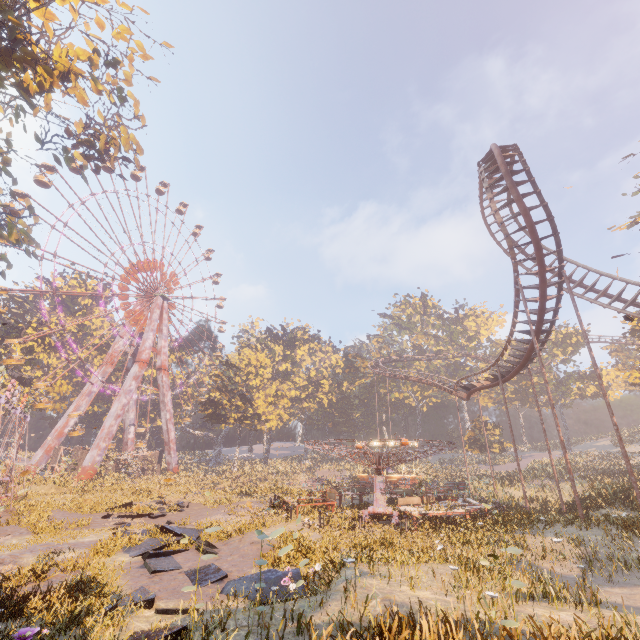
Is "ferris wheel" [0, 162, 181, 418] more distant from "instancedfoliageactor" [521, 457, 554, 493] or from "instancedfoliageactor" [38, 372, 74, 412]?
"instancedfoliageactor" [521, 457, 554, 493]

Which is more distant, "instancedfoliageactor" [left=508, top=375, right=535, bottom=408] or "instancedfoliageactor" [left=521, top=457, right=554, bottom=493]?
"instancedfoliageactor" [left=508, top=375, right=535, bottom=408]

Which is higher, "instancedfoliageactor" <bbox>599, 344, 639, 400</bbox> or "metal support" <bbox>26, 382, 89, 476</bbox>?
"instancedfoliageactor" <bbox>599, 344, 639, 400</bbox>

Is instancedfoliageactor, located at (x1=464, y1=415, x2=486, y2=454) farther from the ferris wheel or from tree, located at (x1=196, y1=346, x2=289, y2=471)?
the ferris wheel

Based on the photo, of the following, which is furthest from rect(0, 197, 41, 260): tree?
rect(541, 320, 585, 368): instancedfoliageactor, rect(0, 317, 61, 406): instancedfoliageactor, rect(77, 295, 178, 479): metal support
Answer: rect(541, 320, 585, 368): instancedfoliageactor

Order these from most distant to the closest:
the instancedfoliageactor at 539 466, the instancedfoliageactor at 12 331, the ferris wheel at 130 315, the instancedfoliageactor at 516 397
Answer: the instancedfoliageactor at 516 397
the instancedfoliageactor at 12 331
the ferris wheel at 130 315
the instancedfoliageactor at 539 466

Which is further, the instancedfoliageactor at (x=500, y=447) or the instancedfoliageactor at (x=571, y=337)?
the instancedfoliageactor at (x=571, y=337)

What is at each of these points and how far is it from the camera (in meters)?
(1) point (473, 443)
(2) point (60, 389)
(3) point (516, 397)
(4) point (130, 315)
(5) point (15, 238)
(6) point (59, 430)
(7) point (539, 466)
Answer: (1) instancedfoliageactor, 45.94
(2) instancedfoliageactor, 45.03
(3) instancedfoliageactor, 57.97
(4) ferris wheel, 49.47
(5) tree, 19.45
(6) metal support, 40.16
(7) instancedfoliageactor, 37.00
